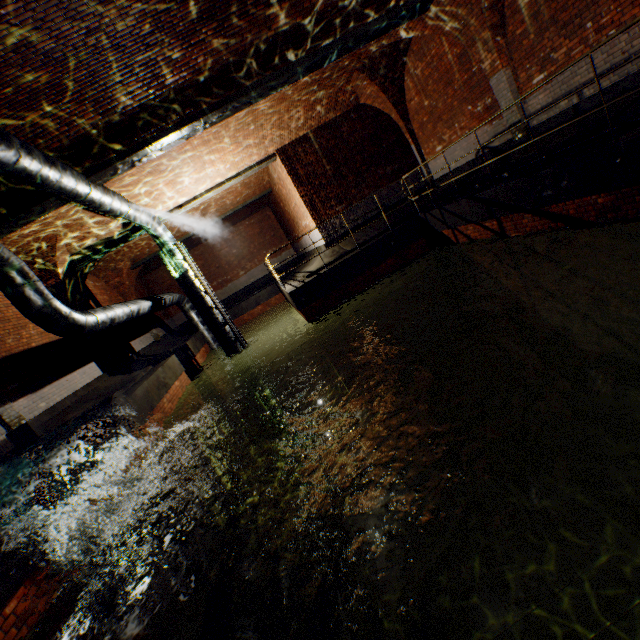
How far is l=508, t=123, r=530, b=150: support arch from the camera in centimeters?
807cm

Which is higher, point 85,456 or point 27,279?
point 27,279

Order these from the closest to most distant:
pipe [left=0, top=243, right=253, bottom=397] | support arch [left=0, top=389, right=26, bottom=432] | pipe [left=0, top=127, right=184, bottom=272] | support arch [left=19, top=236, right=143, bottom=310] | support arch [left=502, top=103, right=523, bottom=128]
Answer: pipe [left=0, top=127, right=184, bottom=272]
pipe [left=0, top=243, right=253, bottom=397]
support arch [left=0, top=389, right=26, bottom=432]
support arch [left=502, top=103, right=523, bottom=128]
support arch [left=19, top=236, right=143, bottom=310]

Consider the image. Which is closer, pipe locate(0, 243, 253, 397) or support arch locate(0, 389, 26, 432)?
pipe locate(0, 243, 253, 397)

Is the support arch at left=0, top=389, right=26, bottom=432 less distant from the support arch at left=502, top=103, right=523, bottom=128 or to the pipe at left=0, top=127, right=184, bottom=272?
the pipe at left=0, top=127, right=184, bottom=272

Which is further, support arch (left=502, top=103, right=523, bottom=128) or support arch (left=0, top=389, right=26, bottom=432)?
support arch (left=502, top=103, right=523, bottom=128)

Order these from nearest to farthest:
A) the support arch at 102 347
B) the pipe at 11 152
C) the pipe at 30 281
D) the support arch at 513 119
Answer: the pipe at 11 152
the pipe at 30 281
the support arch at 513 119
the support arch at 102 347

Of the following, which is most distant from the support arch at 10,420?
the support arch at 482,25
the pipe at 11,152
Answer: the support arch at 482,25
